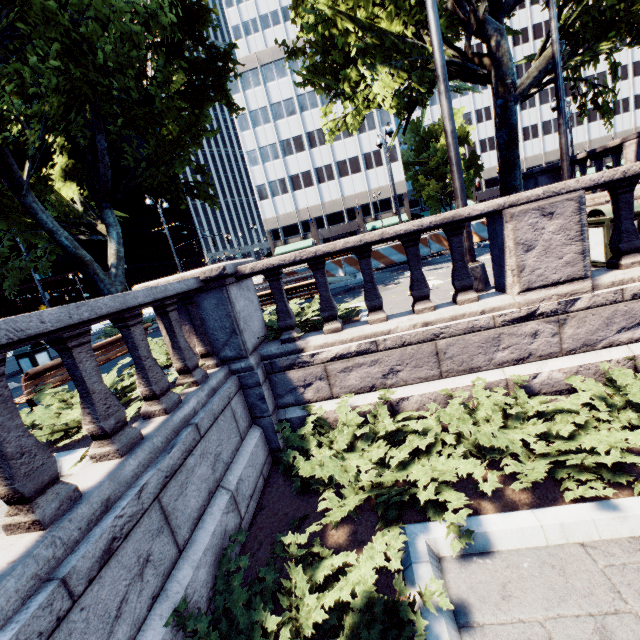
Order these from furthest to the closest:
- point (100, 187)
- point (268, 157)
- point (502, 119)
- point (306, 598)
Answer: point (268, 157) → point (100, 187) → point (502, 119) → point (306, 598)

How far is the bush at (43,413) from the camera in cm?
361

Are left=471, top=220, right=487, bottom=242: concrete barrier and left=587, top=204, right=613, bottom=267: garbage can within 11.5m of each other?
yes

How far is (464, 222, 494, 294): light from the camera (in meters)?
5.75

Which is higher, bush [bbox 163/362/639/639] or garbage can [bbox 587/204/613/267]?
garbage can [bbox 587/204/613/267]

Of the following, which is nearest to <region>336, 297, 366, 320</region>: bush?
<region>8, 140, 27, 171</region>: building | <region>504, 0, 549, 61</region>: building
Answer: <region>504, 0, 549, 61</region>: building

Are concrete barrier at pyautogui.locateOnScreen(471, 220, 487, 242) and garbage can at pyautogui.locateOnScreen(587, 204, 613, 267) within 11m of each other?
yes

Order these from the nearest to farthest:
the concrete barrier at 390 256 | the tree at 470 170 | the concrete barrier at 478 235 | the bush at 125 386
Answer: the bush at 125 386
the concrete barrier at 478 235
the concrete barrier at 390 256
the tree at 470 170
